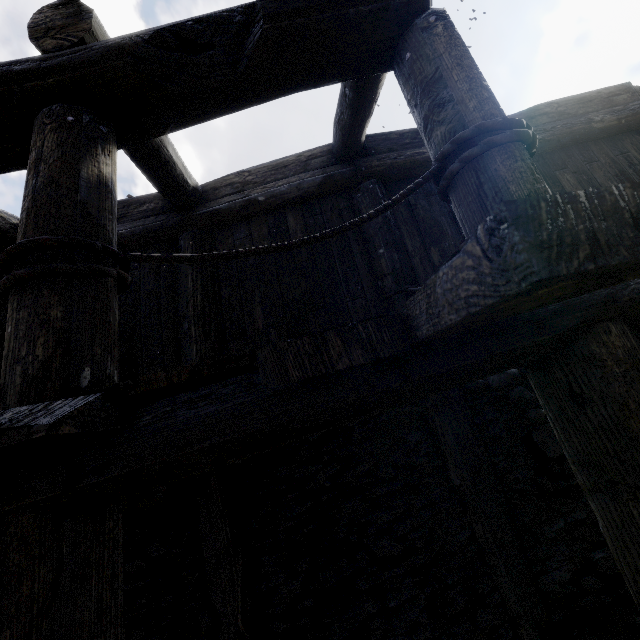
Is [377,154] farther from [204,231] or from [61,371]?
[61,371]
